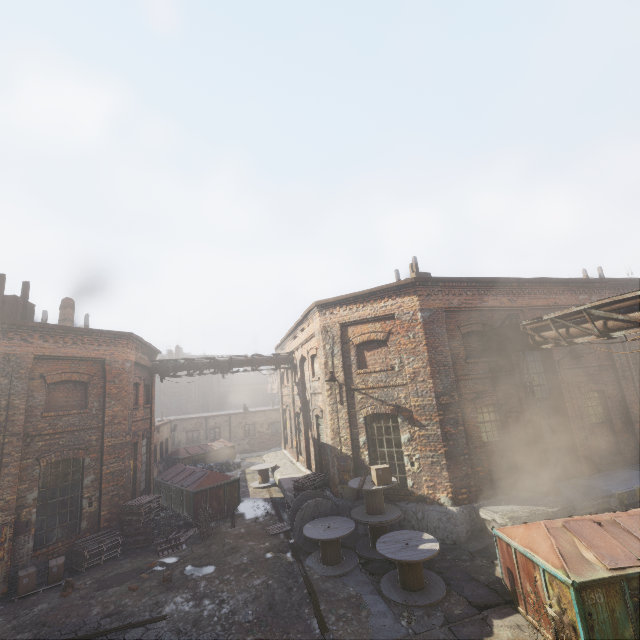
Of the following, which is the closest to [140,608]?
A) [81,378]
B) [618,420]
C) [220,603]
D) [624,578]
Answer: [220,603]

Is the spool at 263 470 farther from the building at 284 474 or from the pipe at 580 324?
the pipe at 580 324

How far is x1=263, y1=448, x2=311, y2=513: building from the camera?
13.9 meters

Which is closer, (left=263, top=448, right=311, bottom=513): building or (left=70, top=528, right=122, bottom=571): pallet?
(left=70, top=528, right=122, bottom=571): pallet

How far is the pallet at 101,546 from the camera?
10.2m

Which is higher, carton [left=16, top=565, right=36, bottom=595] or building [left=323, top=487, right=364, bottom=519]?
building [left=323, top=487, right=364, bottom=519]

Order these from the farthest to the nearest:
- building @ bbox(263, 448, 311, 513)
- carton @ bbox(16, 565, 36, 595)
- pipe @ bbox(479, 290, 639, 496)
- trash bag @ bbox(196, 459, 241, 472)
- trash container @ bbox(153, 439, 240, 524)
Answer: trash bag @ bbox(196, 459, 241, 472) < building @ bbox(263, 448, 311, 513) < trash container @ bbox(153, 439, 240, 524) < carton @ bbox(16, 565, 36, 595) < pipe @ bbox(479, 290, 639, 496)
